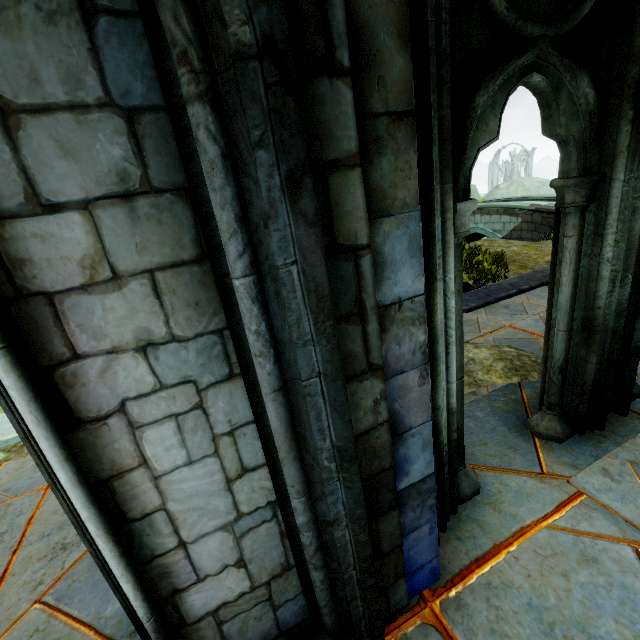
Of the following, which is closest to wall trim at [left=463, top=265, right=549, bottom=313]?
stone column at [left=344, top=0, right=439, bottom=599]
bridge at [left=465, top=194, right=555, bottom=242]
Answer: stone column at [left=344, top=0, right=439, bottom=599]

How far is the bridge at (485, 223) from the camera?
17.9m

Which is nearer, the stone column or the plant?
the stone column

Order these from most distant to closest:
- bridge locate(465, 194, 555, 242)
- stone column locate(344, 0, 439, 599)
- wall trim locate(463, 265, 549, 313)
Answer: bridge locate(465, 194, 555, 242) → wall trim locate(463, 265, 549, 313) → stone column locate(344, 0, 439, 599)

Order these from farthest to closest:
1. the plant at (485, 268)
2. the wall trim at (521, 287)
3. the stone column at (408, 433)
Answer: the plant at (485, 268) < the wall trim at (521, 287) < the stone column at (408, 433)

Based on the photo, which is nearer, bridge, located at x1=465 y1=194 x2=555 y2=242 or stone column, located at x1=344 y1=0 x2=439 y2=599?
stone column, located at x1=344 y1=0 x2=439 y2=599

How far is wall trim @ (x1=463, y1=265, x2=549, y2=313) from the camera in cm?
608

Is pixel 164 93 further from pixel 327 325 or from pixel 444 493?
pixel 444 493
